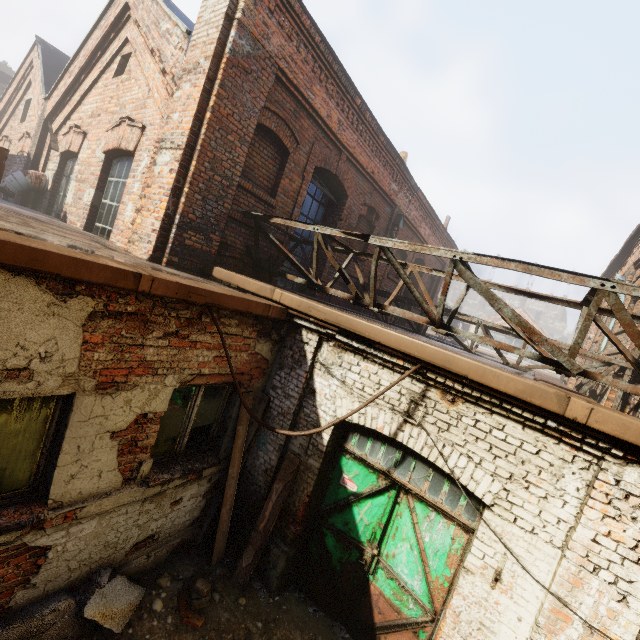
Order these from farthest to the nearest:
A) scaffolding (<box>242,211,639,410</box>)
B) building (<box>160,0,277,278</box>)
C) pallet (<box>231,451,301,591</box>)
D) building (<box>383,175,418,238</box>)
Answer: building (<box>383,175,418,238</box>)
building (<box>160,0,277,278</box>)
pallet (<box>231,451,301,591</box>)
scaffolding (<box>242,211,639,410</box>)

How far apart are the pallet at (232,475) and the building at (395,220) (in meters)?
6.08

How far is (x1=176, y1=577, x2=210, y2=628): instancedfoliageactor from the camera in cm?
359

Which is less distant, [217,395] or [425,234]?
[217,395]

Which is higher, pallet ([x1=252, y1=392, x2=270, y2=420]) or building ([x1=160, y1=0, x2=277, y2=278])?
building ([x1=160, y1=0, x2=277, y2=278])

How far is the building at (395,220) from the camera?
10.0 meters

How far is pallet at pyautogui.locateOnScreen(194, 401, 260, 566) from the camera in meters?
4.4 m

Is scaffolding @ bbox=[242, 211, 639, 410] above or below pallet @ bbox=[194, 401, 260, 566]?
above
